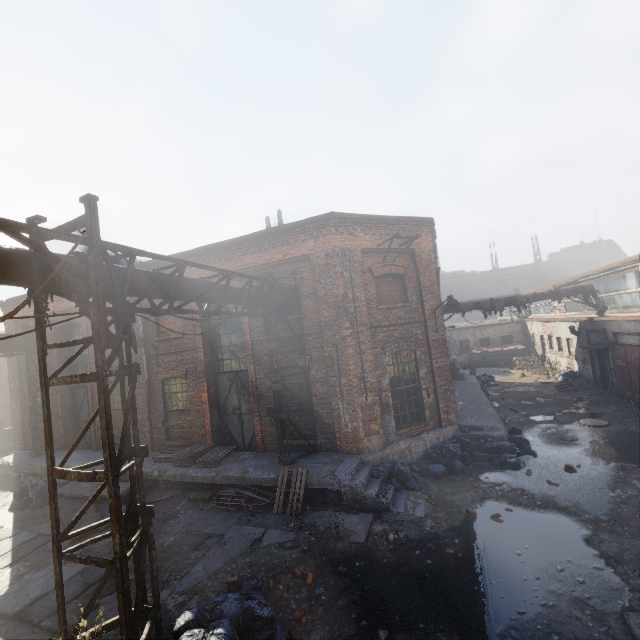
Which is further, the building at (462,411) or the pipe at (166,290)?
the building at (462,411)

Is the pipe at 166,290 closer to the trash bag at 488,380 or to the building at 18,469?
the building at 18,469

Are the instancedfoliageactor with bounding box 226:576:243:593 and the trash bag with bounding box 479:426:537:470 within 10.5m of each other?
yes

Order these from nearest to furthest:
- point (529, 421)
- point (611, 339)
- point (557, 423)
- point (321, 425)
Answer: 1. point (321, 425)
2. point (557, 423)
3. point (529, 421)
4. point (611, 339)

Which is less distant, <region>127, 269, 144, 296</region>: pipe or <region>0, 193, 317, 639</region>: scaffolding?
<region>0, 193, 317, 639</region>: scaffolding

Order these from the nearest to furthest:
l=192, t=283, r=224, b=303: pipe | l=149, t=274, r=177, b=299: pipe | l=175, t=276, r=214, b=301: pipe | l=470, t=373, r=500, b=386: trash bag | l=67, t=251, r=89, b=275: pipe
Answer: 1. l=67, t=251, r=89, b=275: pipe
2. l=149, t=274, r=177, b=299: pipe
3. l=175, t=276, r=214, b=301: pipe
4. l=192, t=283, r=224, b=303: pipe
5. l=470, t=373, r=500, b=386: trash bag

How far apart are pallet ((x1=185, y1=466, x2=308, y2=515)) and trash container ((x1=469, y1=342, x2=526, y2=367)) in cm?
2487

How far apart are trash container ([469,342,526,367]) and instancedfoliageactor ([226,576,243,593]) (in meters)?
27.67
